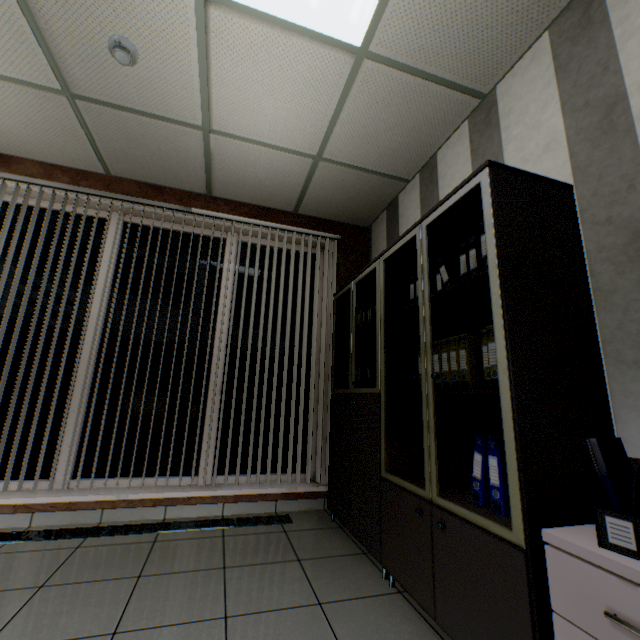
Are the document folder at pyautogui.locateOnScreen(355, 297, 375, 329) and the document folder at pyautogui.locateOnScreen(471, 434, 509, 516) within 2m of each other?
yes

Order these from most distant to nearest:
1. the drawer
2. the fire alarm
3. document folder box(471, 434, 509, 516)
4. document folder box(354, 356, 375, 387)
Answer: document folder box(354, 356, 375, 387), the fire alarm, document folder box(471, 434, 509, 516), the drawer

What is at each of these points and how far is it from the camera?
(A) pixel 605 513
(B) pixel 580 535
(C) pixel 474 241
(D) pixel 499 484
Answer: (A) document folder, 0.97m
(B) nightstand, 1.04m
(C) document folder, 1.80m
(D) document folder, 1.47m

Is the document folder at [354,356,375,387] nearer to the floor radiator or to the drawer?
the floor radiator

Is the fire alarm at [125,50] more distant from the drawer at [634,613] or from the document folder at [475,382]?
the drawer at [634,613]

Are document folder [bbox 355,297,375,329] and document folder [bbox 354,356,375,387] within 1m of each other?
yes

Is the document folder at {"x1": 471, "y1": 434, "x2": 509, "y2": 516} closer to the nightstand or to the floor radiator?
the nightstand

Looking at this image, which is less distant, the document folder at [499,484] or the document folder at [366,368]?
the document folder at [499,484]
